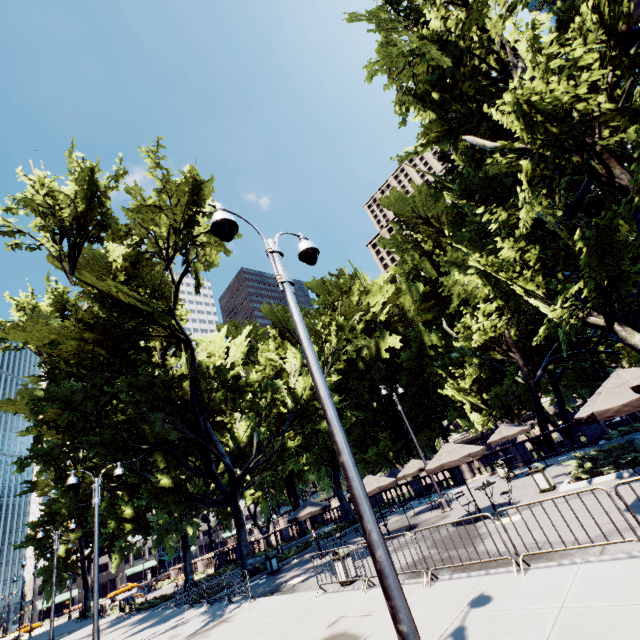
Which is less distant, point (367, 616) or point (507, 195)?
point (367, 616)

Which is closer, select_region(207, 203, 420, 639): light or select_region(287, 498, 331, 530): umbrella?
select_region(207, 203, 420, 639): light

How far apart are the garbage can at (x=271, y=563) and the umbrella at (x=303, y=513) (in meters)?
1.90

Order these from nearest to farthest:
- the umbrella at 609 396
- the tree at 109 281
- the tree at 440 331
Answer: the umbrella at 609 396 → the tree at 440 331 → the tree at 109 281

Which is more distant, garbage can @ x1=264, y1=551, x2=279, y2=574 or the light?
garbage can @ x1=264, y1=551, x2=279, y2=574

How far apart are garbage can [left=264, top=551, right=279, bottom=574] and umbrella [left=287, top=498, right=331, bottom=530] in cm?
190

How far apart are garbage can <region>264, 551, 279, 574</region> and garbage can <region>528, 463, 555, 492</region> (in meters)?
15.29

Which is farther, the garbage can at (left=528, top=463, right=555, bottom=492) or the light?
the garbage can at (left=528, top=463, right=555, bottom=492)
